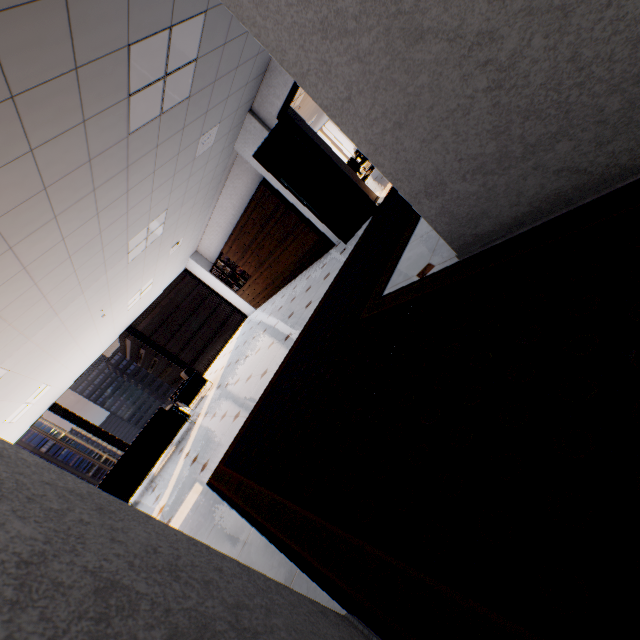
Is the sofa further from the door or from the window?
the door

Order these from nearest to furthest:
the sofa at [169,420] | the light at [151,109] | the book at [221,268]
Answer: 1. the light at [151,109]
2. the sofa at [169,420]
3. the book at [221,268]

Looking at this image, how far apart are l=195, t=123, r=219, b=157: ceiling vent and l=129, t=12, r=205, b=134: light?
1.25m

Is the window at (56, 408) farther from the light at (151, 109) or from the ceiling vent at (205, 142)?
the light at (151, 109)

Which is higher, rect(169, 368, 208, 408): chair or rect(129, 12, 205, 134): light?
rect(129, 12, 205, 134): light

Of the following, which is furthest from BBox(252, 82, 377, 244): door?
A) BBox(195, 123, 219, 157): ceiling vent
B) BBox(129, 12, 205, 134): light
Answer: BBox(129, 12, 205, 134): light

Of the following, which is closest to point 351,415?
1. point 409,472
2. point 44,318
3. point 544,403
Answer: point 409,472

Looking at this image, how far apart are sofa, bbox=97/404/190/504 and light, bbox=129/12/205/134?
5.2m
